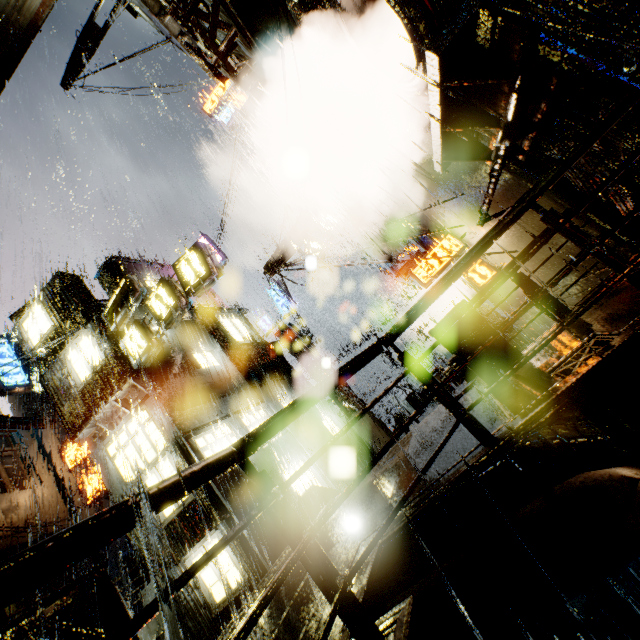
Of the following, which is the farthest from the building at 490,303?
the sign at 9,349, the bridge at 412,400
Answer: the sign at 9,349

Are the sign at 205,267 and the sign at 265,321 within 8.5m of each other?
no

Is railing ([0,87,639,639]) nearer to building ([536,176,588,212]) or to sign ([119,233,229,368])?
building ([536,176,588,212])

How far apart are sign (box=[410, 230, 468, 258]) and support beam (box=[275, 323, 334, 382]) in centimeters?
→ 935cm

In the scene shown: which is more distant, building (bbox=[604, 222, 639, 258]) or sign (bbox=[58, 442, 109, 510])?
sign (bbox=[58, 442, 109, 510])

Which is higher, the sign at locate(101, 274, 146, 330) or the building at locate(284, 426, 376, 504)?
the sign at locate(101, 274, 146, 330)

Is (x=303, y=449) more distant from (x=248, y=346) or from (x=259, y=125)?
(x=259, y=125)

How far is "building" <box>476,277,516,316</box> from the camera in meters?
11.7 m
